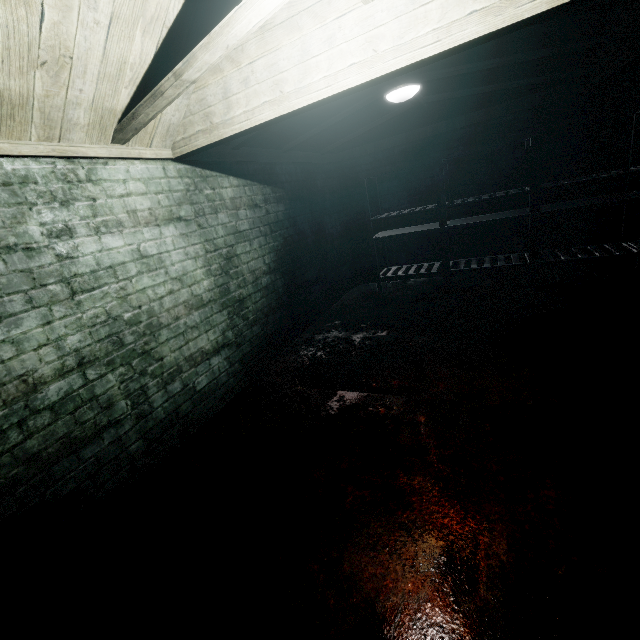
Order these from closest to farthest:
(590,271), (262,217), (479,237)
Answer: (262,217), (590,271), (479,237)

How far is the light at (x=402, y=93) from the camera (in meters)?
2.90

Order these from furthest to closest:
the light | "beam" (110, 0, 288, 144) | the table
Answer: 1. the table
2. the light
3. "beam" (110, 0, 288, 144)

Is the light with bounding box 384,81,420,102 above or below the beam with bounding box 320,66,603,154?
below

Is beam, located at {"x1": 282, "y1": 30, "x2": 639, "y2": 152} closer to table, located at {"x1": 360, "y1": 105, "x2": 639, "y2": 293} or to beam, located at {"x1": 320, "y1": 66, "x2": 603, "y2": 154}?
beam, located at {"x1": 320, "y1": 66, "x2": 603, "y2": 154}

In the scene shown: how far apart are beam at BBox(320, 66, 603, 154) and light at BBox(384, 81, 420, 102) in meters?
0.1 m

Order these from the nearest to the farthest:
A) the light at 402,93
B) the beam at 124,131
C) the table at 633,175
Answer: the beam at 124,131 → the light at 402,93 → the table at 633,175

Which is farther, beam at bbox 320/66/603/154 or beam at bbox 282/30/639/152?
beam at bbox 320/66/603/154
